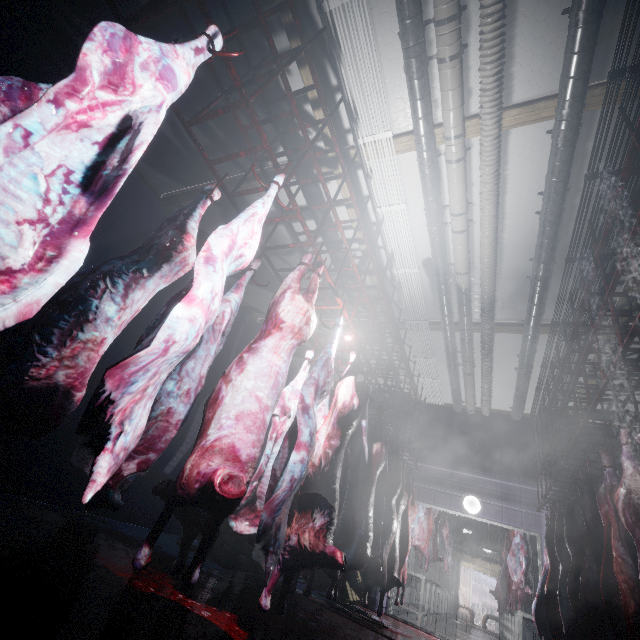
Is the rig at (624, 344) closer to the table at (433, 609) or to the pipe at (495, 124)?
the pipe at (495, 124)

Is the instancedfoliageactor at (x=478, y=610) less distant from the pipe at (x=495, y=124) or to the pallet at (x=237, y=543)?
the pipe at (x=495, y=124)

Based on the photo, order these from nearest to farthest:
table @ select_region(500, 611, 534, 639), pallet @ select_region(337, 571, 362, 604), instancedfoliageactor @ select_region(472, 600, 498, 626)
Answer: pallet @ select_region(337, 571, 362, 604)
table @ select_region(500, 611, 534, 639)
instancedfoliageactor @ select_region(472, 600, 498, 626)

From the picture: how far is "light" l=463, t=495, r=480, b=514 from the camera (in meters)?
6.27

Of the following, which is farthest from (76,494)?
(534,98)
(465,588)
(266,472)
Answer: (465,588)

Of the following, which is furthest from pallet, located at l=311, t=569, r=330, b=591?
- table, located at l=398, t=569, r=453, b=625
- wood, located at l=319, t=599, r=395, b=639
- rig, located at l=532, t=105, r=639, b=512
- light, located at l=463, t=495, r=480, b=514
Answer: rig, located at l=532, t=105, r=639, b=512

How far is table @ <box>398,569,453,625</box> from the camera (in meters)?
6.24

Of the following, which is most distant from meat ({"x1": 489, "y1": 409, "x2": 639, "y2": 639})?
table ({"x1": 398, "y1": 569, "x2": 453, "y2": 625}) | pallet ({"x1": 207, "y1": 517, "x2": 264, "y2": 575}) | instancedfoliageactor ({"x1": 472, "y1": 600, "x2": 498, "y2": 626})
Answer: instancedfoliageactor ({"x1": 472, "y1": 600, "x2": 498, "y2": 626})
